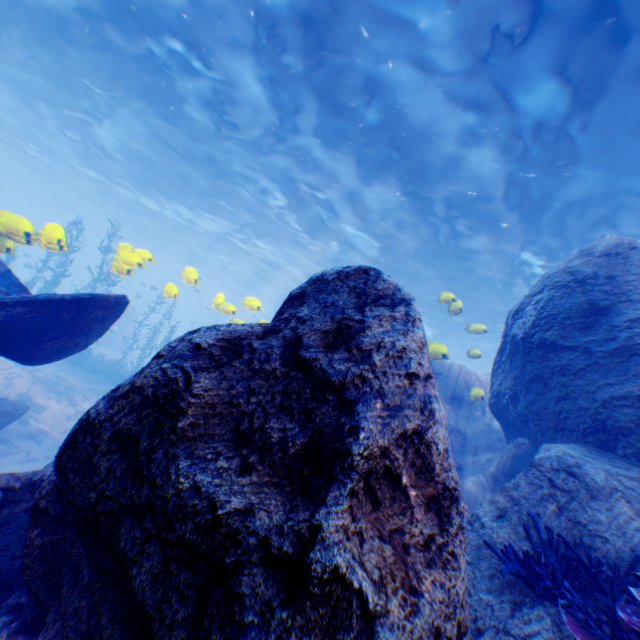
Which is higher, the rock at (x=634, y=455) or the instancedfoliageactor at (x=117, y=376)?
the rock at (x=634, y=455)

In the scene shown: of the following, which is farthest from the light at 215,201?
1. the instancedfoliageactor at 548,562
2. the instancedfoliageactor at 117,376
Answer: the instancedfoliageactor at 548,562

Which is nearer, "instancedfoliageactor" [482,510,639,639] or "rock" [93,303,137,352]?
"instancedfoliageactor" [482,510,639,639]

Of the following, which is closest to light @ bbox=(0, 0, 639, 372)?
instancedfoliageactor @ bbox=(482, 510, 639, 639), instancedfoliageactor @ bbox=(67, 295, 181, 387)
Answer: instancedfoliageactor @ bbox=(67, 295, 181, 387)

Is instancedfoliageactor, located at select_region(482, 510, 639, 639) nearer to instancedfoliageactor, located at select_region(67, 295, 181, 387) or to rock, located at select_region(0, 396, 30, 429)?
rock, located at select_region(0, 396, 30, 429)

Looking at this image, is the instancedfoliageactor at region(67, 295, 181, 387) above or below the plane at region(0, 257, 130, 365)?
below

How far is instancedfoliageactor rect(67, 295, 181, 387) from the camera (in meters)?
17.34

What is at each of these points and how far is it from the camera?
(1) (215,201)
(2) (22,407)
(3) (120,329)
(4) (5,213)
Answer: (1) light, 21.7m
(2) rock, 9.3m
(3) rock, 28.6m
(4) light, 6.6m
